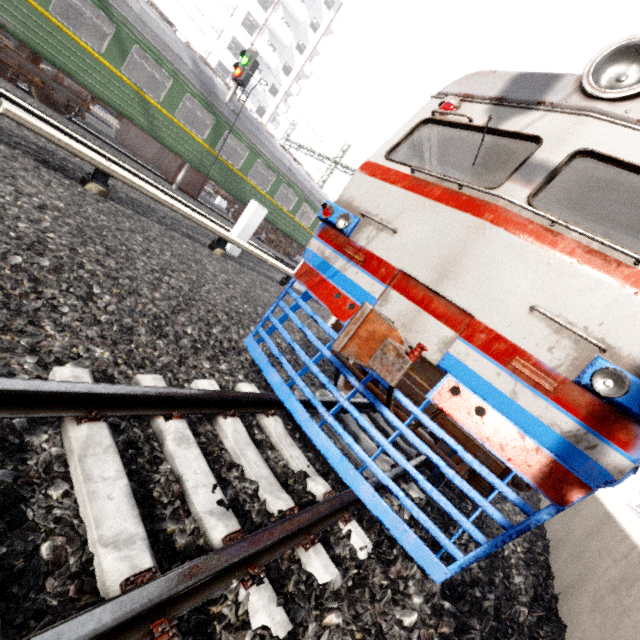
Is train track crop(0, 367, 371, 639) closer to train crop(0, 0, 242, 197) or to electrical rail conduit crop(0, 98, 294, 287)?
electrical rail conduit crop(0, 98, 294, 287)

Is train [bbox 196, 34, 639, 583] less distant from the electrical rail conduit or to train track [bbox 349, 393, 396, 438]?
train track [bbox 349, 393, 396, 438]

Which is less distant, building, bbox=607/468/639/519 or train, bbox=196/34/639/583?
train, bbox=196/34/639/583

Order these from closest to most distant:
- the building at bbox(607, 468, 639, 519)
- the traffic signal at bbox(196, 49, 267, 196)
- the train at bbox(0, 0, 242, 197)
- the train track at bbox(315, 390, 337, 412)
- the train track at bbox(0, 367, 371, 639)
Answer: the train track at bbox(0, 367, 371, 639)
the train track at bbox(315, 390, 337, 412)
the train at bbox(0, 0, 242, 197)
the traffic signal at bbox(196, 49, 267, 196)
the building at bbox(607, 468, 639, 519)

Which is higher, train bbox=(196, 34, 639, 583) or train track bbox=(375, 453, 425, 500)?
train bbox=(196, 34, 639, 583)

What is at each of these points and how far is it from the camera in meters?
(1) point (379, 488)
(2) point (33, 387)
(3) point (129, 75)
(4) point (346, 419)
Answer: (1) train track, 3.0
(2) train track, 1.5
(3) train, 13.2
(4) train track, 4.1

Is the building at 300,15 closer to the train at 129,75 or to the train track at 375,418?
the train at 129,75

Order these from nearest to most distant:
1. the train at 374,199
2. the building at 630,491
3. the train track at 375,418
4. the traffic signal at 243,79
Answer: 1. the train at 374,199
2. the train track at 375,418
3. the traffic signal at 243,79
4. the building at 630,491
